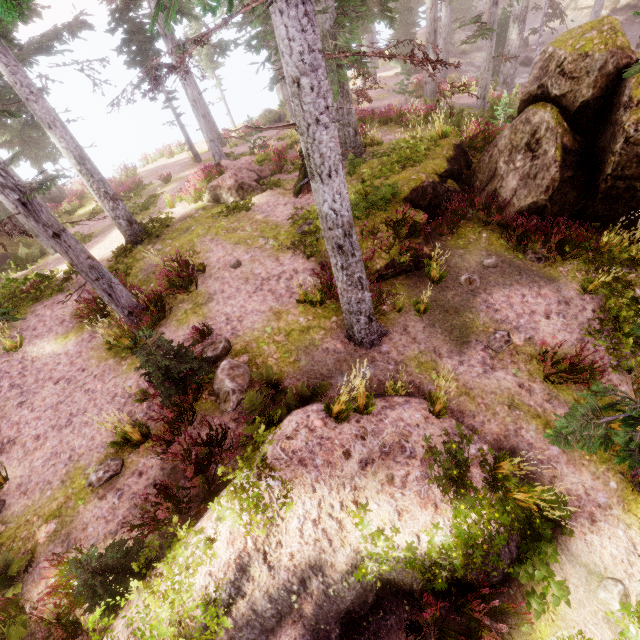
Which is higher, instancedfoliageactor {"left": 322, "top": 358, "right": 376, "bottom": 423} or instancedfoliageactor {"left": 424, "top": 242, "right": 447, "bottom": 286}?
instancedfoliageactor {"left": 322, "top": 358, "right": 376, "bottom": 423}

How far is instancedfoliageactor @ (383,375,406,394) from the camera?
6.7 meters

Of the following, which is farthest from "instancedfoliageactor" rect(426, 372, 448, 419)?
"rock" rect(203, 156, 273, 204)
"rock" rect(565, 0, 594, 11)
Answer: "rock" rect(203, 156, 273, 204)

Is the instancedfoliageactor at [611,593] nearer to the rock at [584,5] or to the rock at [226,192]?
the rock at [584,5]

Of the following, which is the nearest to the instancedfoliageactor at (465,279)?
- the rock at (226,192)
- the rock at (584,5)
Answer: the rock at (584,5)

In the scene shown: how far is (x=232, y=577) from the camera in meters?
4.6
